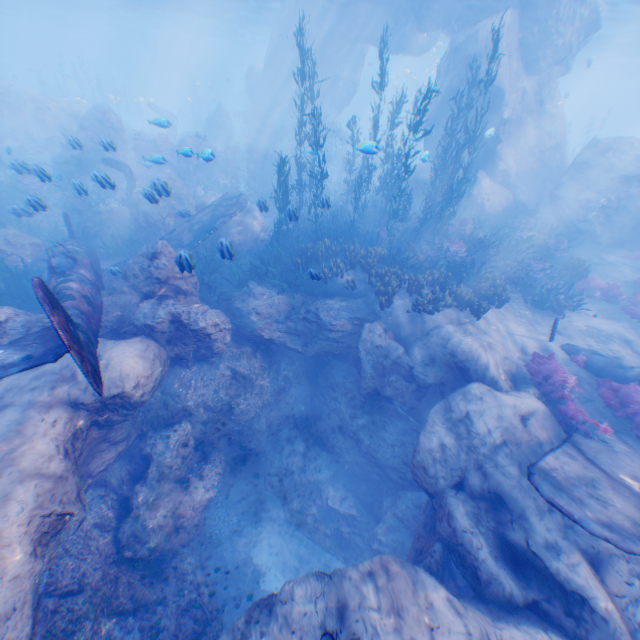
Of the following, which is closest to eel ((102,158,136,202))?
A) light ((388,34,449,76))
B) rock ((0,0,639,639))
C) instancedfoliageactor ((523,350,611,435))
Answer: rock ((0,0,639,639))

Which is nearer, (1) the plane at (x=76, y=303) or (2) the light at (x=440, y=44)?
(1) the plane at (x=76, y=303)

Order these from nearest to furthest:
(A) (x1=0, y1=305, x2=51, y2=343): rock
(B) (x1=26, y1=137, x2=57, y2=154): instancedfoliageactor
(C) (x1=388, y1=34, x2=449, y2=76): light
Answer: (A) (x1=0, y1=305, x2=51, y2=343): rock
(B) (x1=26, y1=137, x2=57, y2=154): instancedfoliageactor
(C) (x1=388, y1=34, x2=449, y2=76): light

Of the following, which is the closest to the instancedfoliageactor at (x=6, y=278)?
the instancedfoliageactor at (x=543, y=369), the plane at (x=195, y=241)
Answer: the plane at (x=195, y=241)

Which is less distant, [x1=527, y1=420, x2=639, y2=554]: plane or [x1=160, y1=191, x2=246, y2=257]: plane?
[x1=527, y1=420, x2=639, y2=554]: plane

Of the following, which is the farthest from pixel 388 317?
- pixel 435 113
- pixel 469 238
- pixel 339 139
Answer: pixel 339 139

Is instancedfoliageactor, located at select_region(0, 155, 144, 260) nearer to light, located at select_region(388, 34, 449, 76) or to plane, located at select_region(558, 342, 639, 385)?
plane, located at select_region(558, 342, 639, 385)

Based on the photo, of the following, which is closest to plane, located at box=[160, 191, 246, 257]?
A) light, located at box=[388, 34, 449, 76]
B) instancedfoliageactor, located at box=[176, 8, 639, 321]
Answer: instancedfoliageactor, located at box=[176, 8, 639, 321]
